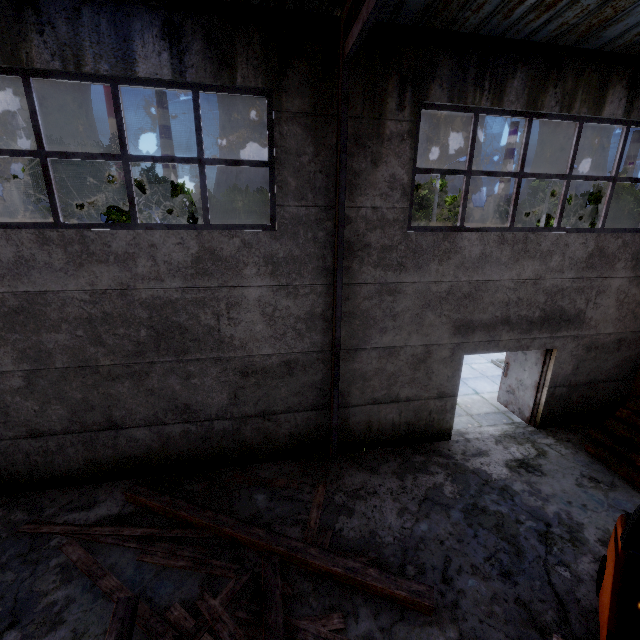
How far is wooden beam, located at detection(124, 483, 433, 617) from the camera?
4.3 meters

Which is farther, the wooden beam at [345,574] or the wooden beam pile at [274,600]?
the wooden beam at [345,574]

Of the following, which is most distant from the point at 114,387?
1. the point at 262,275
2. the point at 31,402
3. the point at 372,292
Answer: the point at 372,292

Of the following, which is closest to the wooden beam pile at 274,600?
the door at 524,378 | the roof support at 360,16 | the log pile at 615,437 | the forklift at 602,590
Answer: the roof support at 360,16

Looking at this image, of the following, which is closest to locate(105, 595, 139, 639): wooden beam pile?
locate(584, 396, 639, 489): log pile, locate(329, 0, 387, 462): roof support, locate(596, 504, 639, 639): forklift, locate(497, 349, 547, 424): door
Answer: locate(329, 0, 387, 462): roof support

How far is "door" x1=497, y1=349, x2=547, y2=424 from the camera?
7.9m

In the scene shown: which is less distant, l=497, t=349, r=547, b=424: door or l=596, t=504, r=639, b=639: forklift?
l=596, t=504, r=639, b=639: forklift

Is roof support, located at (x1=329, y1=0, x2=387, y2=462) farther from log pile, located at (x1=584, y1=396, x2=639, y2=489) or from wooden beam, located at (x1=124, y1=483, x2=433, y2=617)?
log pile, located at (x1=584, y1=396, x2=639, y2=489)
